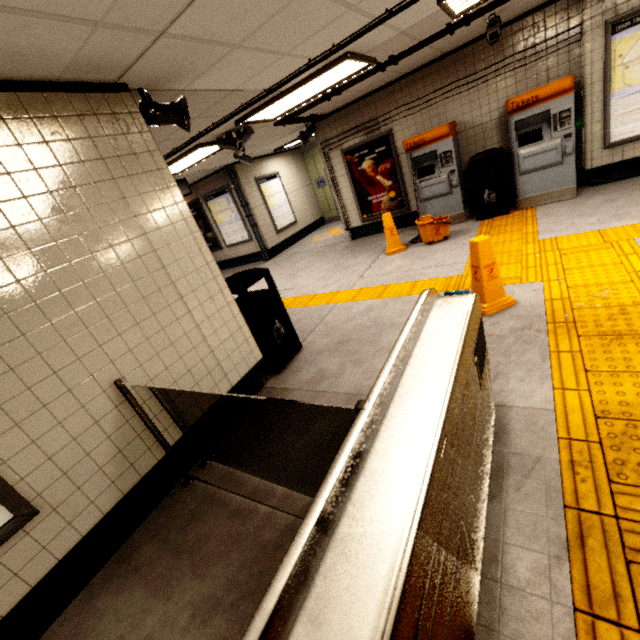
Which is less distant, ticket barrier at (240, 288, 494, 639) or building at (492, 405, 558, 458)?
ticket barrier at (240, 288, 494, 639)

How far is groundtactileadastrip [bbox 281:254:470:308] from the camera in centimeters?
431cm

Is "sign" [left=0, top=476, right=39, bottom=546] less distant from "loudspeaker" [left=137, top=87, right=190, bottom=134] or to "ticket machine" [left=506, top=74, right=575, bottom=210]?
"loudspeaker" [left=137, top=87, right=190, bottom=134]

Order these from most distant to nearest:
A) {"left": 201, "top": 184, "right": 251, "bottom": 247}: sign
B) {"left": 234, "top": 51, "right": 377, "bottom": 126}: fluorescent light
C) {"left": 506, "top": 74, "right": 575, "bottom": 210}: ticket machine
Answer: {"left": 201, "top": 184, "right": 251, "bottom": 247}: sign → {"left": 506, "top": 74, "right": 575, "bottom": 210}: ticket machine → {"left": 234, "top": 51, "right": 377, "bottom": 126}: fluorescent light

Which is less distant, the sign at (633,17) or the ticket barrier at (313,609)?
the ticket barrier at (313,609)

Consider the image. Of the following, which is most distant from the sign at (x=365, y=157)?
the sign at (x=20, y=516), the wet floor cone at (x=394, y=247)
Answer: the sign at (x=20, y=516)

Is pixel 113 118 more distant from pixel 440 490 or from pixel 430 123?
pixel 430 123

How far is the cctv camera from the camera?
4.5m
